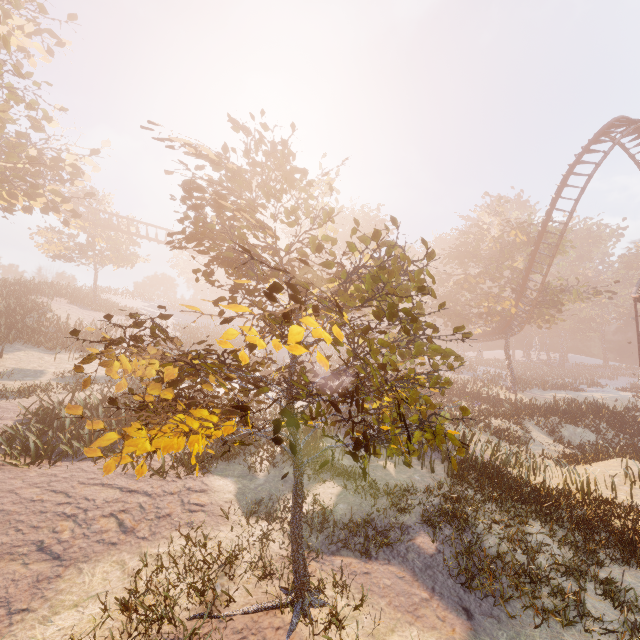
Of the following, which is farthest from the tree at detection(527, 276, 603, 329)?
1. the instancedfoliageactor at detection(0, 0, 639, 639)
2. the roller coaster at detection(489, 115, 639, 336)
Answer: the instancedfoliageactor at detection(0, 0, 639, 639)

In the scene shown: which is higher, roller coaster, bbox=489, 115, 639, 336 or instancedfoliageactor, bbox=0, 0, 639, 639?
roller coaster, bbox=489, 115, 639, 336

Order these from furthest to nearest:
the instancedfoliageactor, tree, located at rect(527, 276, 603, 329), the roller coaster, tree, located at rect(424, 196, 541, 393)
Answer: tree, located at rect(424, 196, 541, 393) < tree, located at rect(527, 276, 603, 329) < the roller coaster < the instancedfoliageactor

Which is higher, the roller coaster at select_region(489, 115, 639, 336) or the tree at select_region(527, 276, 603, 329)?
the roller coaster at select_region(489, 115, 639, 336)

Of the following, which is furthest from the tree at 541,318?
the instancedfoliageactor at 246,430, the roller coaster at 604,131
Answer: the instancedfoliageactor at 246,430

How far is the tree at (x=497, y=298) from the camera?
32.06m

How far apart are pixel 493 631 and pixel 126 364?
6.73m

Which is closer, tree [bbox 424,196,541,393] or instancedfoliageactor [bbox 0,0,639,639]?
instancedfoliageactor [bbox 0,0,639,639]
